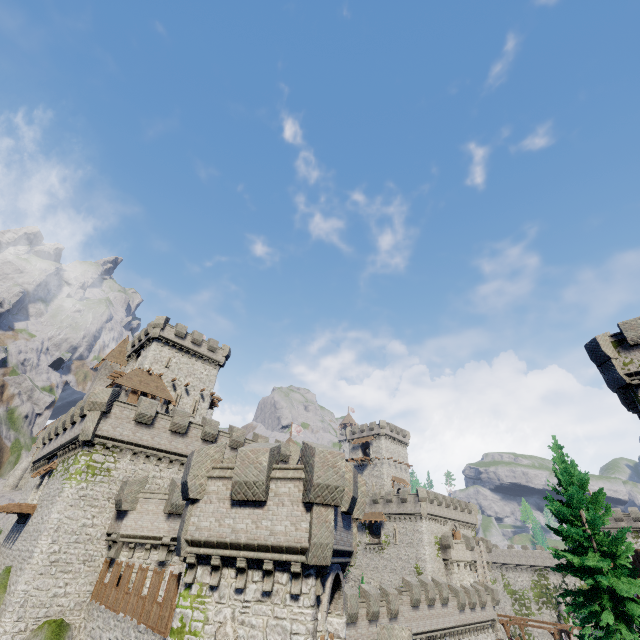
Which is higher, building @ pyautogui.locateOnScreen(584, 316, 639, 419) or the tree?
building @ pyautogui.locateOnScreen(584, 316, 639, 419)

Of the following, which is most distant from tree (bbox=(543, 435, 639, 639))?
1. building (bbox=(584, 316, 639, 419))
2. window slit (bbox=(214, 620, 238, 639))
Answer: window slit (bbox=(214, 620, 238, 639))

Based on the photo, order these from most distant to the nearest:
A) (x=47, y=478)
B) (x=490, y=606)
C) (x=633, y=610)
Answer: (x=490, y=606) → (x=47, y=478) → (x=633, y=610)

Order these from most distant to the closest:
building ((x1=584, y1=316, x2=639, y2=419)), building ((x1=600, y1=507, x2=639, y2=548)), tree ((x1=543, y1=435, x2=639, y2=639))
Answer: building ((x1=600, y1=507, x2=639, y2=548)) < building ((x1=584, y1=316, x2=639, y2=419)) < tree ((x1=543, y1=435, x2=639, y2=639))

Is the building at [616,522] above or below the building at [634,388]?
below

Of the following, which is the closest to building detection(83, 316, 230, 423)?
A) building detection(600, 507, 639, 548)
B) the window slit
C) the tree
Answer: the window slit

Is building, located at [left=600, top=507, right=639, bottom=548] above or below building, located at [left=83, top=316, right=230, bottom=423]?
below

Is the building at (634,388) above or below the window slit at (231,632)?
above
